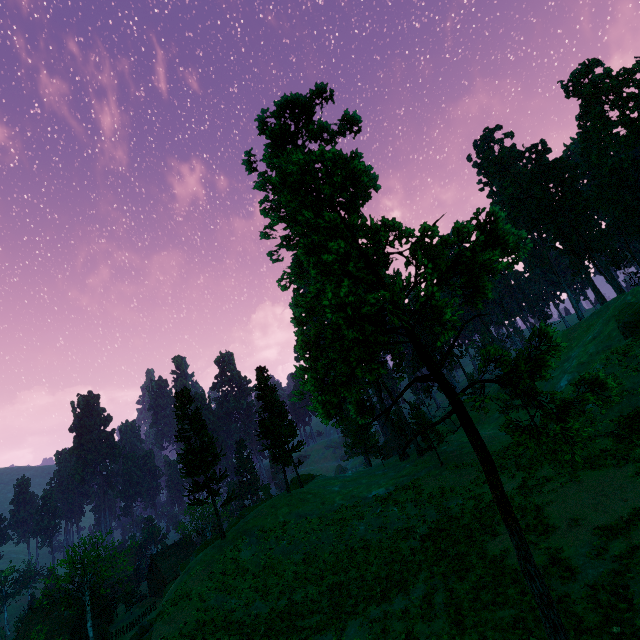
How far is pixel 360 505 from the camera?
33.19m

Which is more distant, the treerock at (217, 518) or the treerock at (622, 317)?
the treerock at (217, 518)

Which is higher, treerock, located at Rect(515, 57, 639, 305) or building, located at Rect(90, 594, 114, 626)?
treerock, located at Rect(515, 57, 639, 305)

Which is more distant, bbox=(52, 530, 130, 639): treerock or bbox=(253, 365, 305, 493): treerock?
bbox=(52, 530, 130, 639): treerock

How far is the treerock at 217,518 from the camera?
33.5m

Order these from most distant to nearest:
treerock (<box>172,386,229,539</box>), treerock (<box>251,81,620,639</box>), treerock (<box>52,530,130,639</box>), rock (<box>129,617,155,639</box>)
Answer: treerock (<box>52,530,130,639</box>)
treerock (<box>172,386,229,539</box>)
rock (<box>129,617,155,639</box>)
treerock (<box>251,81,620,639</box>)

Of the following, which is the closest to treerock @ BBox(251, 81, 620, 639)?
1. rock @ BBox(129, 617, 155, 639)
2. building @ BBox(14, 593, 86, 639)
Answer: building @ BBox(14, 593, 86, 639)
